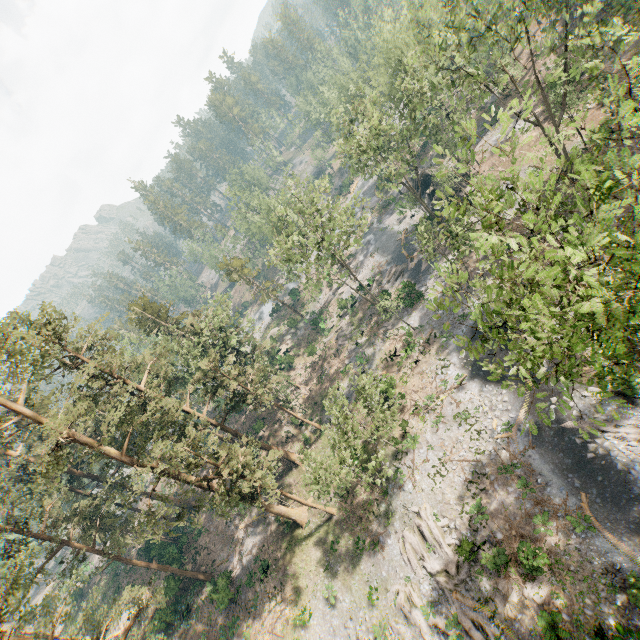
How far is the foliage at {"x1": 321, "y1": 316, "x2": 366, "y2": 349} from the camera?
46.22m

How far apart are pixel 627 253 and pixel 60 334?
34.2m

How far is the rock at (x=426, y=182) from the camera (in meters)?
45.94

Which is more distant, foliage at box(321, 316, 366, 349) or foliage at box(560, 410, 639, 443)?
foliage at box(321, 316, 366, 349)

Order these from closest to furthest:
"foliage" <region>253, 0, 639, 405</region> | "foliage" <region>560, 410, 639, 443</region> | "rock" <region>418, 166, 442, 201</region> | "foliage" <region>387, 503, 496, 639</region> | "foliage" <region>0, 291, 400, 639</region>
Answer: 1. "foliage" <region>253, 0, 639, 405</region>
2. "foliage" <region>560, 410, 639, 443</region>
3. "foliage" <region>387, 503, 496, 639</region>
4. "foliage" <region>0, 291, 400, 639</region>
5. "rock" <region>418, 166, 442, 201</region>

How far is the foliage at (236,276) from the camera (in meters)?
53.85
